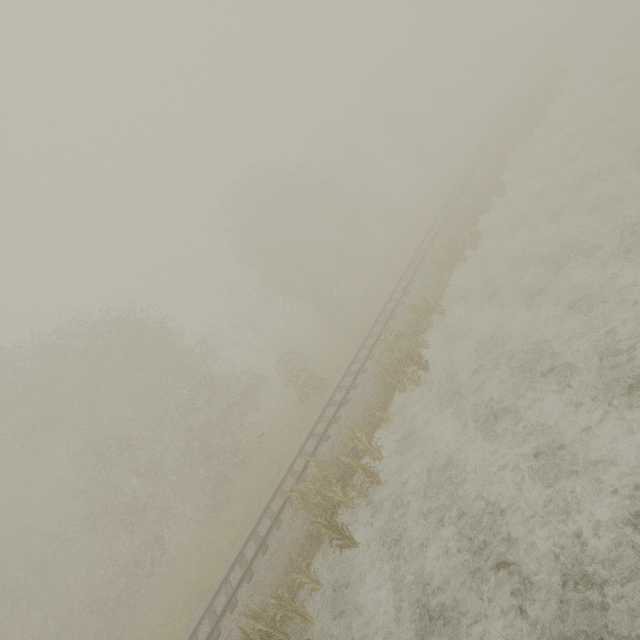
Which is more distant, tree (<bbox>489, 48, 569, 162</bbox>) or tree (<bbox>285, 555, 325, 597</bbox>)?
tree (<bbox>489, 48, 569, 162</bbox>)

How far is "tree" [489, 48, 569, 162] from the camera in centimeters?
2312cm

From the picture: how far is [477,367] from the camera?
11.6m

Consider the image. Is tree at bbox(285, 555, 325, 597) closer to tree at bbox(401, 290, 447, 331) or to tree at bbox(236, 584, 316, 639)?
tree at bbox(236, 584, 316, 639)

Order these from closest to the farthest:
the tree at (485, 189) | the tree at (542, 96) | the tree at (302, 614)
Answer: the tree at (302, 614), the tree at (485, 189), the tree at (542, 96)

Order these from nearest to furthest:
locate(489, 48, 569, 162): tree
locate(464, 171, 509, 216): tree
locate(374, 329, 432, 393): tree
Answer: locate(374, 329, 432, 393): tree < locate(464, 171, 509, 216): tree < locate(489, 48, 569, 162): tree

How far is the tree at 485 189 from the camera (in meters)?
19.52

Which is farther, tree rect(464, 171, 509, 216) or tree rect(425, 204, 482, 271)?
tree rect(464, 171, 509, 216)
